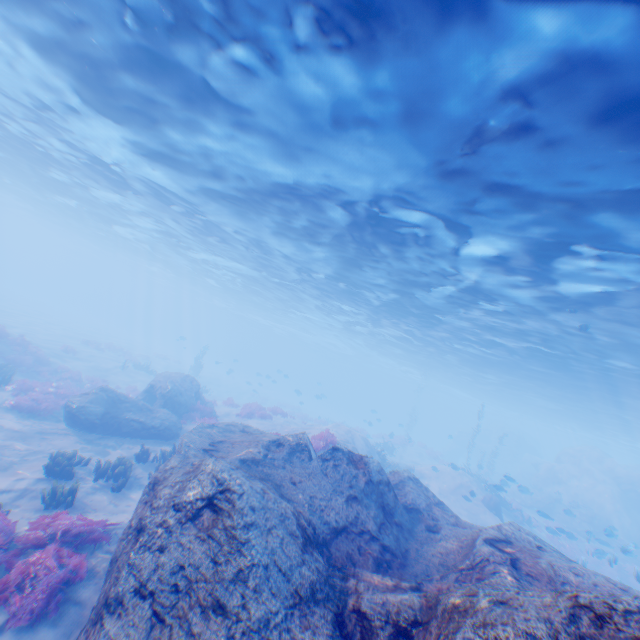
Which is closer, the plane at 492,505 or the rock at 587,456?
the plane at 492,505

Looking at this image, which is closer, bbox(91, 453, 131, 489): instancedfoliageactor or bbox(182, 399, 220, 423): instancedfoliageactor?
bbox(91, 453, 131, 489): instancedfoliageactor

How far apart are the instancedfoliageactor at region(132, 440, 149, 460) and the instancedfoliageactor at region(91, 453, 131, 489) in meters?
1.4 m

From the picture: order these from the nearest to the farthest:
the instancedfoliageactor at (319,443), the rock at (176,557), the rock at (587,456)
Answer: the rock at (176,557) → the instancedfoliageactor at (319,443) → the rock at (587,456)

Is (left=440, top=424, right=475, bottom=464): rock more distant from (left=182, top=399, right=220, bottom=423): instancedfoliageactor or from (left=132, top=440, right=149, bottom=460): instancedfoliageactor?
(left=132, top=440, right=149, bottom=460): instancedfoliageactor

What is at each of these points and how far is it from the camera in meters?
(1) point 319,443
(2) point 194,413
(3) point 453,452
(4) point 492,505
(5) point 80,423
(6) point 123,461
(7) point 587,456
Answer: (1) instancedfoliageactor, 13.9 m
(2) instancedfoliageactor, 19.1 m
(3) rock, 53.4 m
(4) plane, 21.2 m
(5) rock, 13.8 m
(6) instancedfoliageactor, 11.7 m
(7) rock, 35.5 m

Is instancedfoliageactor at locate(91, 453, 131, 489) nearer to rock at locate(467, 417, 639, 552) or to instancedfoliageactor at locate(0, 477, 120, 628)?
rock at locate(467, 417, 639, 552)
